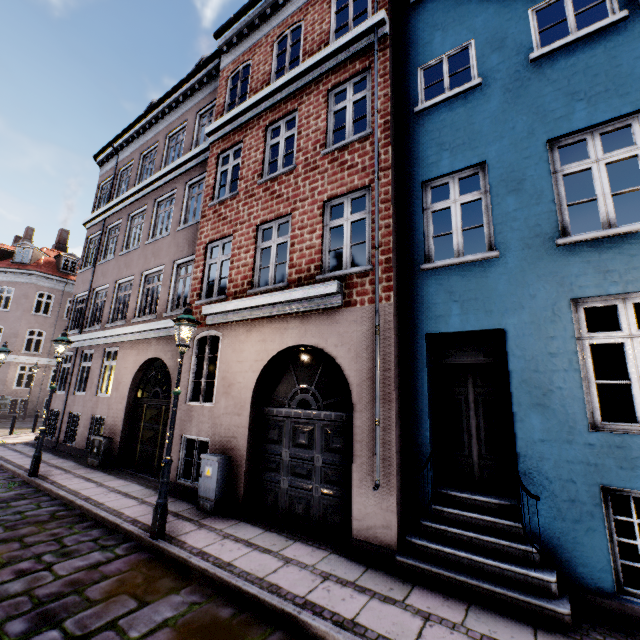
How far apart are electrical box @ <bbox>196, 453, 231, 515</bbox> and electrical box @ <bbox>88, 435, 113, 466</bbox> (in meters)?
5.35

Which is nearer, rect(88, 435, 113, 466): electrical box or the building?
the building

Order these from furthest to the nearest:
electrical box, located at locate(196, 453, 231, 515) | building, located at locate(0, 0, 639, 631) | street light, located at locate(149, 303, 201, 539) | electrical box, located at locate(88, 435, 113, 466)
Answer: electrical box, located at locate(88, 435, 113, 466) < electrical box, located at locate(196, 453, 231, 515) < street light, located at locate(149, 303, 201, 539) < building, located at locate(0, 0, 639, 631)

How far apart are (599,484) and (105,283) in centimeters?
1597cm

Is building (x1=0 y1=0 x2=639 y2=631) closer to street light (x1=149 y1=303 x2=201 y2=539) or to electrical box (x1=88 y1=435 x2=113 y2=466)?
electrical box (x1=88 y1=435 x2=113 y2=466)

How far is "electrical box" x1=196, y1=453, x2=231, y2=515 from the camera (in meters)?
6.41

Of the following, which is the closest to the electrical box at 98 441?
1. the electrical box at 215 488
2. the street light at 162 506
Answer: the street light at 162 506

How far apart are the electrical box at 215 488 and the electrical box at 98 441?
5.3 meters
